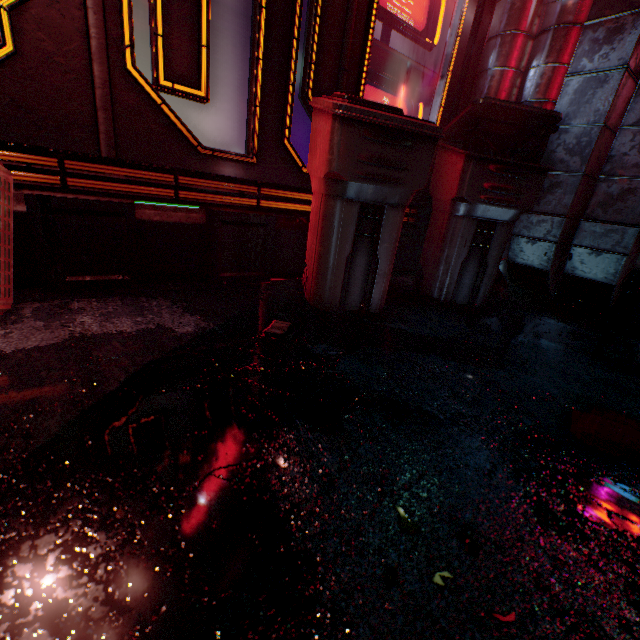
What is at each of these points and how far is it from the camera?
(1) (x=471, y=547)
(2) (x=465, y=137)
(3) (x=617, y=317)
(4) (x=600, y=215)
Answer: (1) broken glass, 0.6 meters
(2) trash bin, 2.2 meters
(3) stairs, 2.2 meters
(4) air duct, 2.0 meters

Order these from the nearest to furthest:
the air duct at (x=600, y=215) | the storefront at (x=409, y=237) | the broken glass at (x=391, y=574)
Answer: the broken glass at (x=391, y=574) < the air duct at (x=600, y=215) < the storefront at (x=409, y=237)

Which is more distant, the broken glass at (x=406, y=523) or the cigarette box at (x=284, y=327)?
the cigarette box at (x=284, y=327)

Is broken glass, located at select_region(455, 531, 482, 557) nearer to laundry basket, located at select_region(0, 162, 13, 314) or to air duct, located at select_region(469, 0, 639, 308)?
laundry basket, located at select_region(0, 162, 13, 314)

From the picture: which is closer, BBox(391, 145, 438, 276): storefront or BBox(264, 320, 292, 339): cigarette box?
BBox(264, 320, 292, 339): cigarette box

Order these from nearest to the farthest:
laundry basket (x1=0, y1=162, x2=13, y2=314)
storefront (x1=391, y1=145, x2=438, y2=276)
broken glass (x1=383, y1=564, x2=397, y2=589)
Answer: broken glass (x1=383, y1=564, x2=397, y2=589)
laundry basket (x1=0, y1=162, x2=13, y2=314)
storefront (x1=391, y1=145, x2=438, y2=276)

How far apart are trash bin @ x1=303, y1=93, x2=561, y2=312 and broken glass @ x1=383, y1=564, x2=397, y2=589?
1.19m

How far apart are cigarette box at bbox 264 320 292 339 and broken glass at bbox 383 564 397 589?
0.8m
